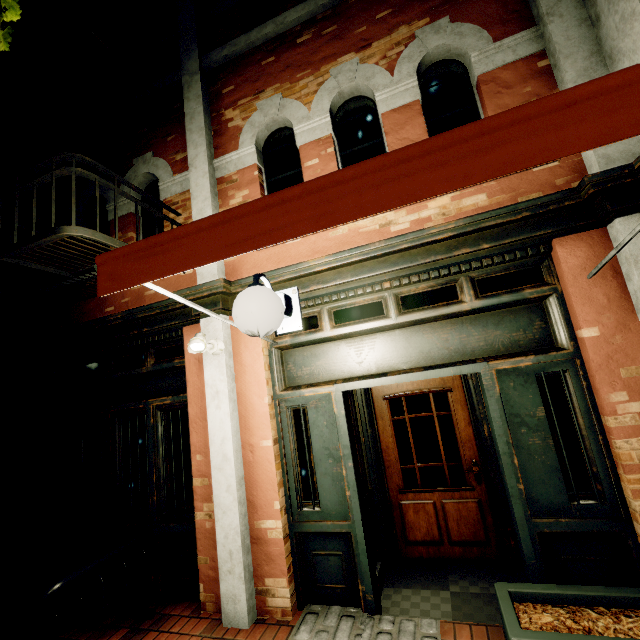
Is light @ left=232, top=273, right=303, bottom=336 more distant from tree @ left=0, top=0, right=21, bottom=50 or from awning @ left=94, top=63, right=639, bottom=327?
tree @ left=0, top=0, right=21, bottom=50

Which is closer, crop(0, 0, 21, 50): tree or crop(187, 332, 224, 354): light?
crop(0, 0, 21, 50): tree

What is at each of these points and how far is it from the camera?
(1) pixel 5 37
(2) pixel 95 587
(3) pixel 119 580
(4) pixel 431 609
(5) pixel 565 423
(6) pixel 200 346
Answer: (1) tree, 2.6m
(2) building, 4.1m
(3) building, 4.0m
(4) z, 3.2m
(5) building, 2.8m
(6) light, 3.3m

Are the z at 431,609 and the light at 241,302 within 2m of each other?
no

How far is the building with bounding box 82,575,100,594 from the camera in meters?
4.1 m

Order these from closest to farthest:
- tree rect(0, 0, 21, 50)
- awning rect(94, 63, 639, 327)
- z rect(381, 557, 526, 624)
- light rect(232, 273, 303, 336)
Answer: awning rect(94, 63, 639, 327)
light rect(232, 273, 303, 336)
tree rect(0, 0, 21, 50)
z rect(381, 557, 526, 624)

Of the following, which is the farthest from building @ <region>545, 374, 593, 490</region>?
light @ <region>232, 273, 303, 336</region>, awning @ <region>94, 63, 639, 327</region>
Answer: light @ <region>232, 273, 303, 336</region>

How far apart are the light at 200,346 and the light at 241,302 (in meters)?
1.24
